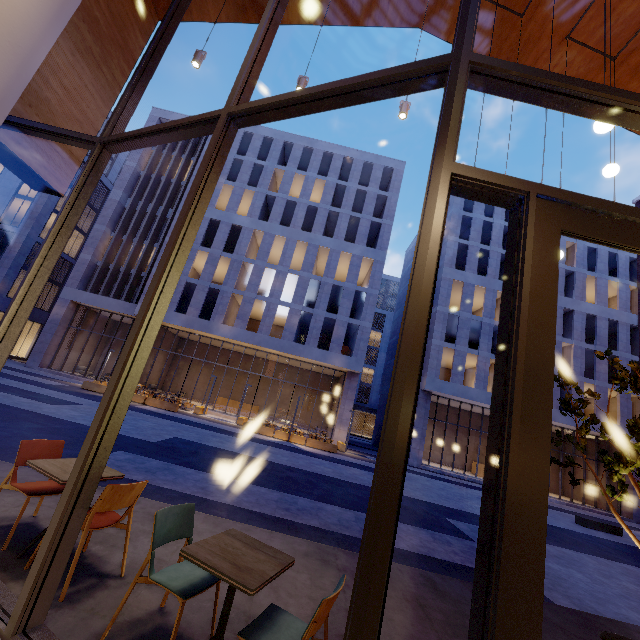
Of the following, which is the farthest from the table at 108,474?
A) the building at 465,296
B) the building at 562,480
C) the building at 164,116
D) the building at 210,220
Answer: the building at 562,480

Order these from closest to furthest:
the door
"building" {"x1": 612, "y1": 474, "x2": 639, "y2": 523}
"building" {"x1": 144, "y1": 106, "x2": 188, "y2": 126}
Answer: the door, "building" {"x1": 612, "y1": 474, "x2": 639, "y2": 523}, "building" {"x1": 144, "y1": 106, "x2": 188, "y2": 126}

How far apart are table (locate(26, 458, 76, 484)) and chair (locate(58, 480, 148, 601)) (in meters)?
0.22

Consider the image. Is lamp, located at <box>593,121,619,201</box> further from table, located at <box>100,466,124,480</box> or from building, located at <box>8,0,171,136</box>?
table, located at <box>100,466,124,480</box>

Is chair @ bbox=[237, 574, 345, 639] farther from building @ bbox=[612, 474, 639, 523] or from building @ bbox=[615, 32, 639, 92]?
building @ bbox=[612, 474, 639, 523]

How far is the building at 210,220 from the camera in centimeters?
2645cm

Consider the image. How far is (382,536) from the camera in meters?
1.5 m

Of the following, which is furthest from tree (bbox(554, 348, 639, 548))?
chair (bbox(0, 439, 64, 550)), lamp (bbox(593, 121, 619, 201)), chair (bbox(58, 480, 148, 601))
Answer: chair (bbox(0, 439, 64, 550))
